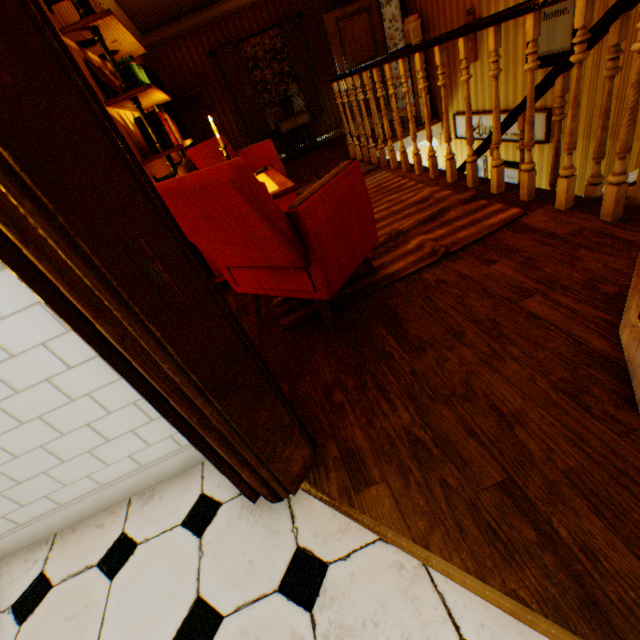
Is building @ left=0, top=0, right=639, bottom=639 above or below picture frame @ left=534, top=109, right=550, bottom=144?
above

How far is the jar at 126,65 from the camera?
2.6 meters

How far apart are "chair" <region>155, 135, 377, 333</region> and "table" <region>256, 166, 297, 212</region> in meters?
0.3

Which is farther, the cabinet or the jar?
the cabinet

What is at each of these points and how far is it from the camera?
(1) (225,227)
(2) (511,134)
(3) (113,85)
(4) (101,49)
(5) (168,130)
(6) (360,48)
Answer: (1) chair, 1.76m
(2) picture frame, 4.79m
(3) plate, 2.64m
(4) shelf, 2.69m
(5) book row, 2.91m
(6) childactor, 6.89m

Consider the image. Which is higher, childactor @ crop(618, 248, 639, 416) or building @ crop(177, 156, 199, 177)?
building @ crop(177, 156, 199, 177)

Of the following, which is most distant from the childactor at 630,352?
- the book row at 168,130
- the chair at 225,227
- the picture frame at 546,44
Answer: the picture frame at 546,44

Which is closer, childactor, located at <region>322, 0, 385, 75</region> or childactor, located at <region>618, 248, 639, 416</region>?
childactor, located at <region>618, 248, 639, 416</region>
